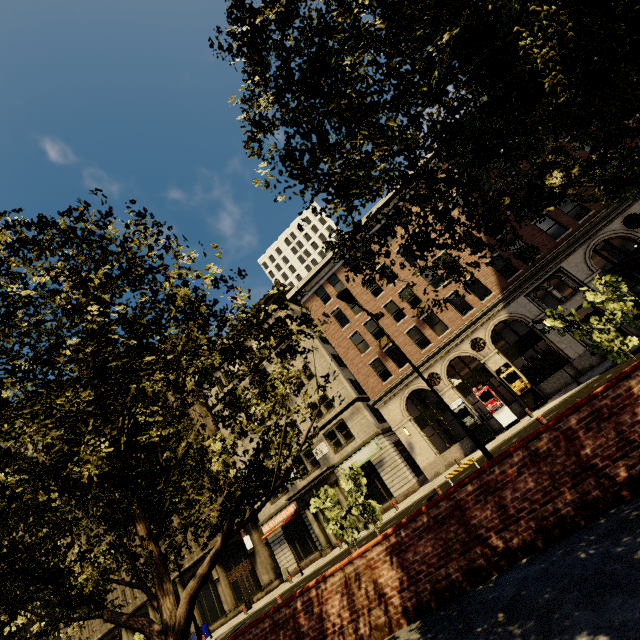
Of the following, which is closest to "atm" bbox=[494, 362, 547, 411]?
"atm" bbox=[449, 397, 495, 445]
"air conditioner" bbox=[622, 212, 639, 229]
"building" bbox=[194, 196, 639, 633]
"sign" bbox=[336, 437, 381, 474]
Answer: "building" bbox=[194, 196, 639, 633]

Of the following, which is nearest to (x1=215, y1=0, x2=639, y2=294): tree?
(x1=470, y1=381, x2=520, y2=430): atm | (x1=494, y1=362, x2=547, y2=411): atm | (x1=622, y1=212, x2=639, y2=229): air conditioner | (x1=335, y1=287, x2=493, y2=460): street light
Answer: (x1=335, y1=287, x2=493, y2=460): street light

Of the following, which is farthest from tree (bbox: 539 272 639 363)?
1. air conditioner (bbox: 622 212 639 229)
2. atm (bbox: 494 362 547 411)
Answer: air conditioner (bbox: 622 212 639 229)

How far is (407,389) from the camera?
25.0m

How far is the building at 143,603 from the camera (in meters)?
33.19

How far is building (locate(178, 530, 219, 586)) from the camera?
31.1m

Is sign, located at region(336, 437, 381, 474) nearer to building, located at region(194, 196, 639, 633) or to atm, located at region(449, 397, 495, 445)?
building, located at region(194, 196, 639, 633)

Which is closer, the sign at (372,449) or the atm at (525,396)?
the atm at (525,396)
